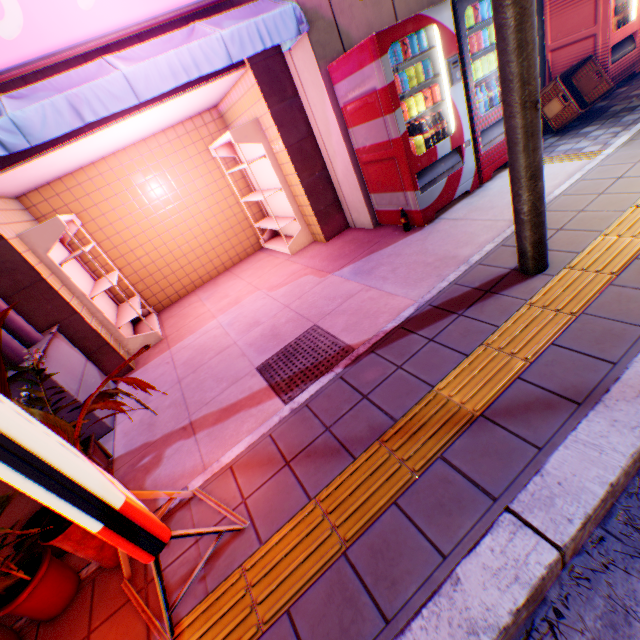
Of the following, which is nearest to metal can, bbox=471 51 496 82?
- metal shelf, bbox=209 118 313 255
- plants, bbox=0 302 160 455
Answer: metal shelf, bbox=209 118 313 255

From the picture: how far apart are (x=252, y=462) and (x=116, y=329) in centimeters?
339cm

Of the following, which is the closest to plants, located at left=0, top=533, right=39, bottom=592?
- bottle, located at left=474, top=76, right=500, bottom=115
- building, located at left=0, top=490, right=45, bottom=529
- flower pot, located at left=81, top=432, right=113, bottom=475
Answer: building, located at left=0, top=490, right=45, bottom=529

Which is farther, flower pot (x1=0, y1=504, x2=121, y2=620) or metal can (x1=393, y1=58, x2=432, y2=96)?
metal can (x1=393, y1=58, x2=432, y2=96)

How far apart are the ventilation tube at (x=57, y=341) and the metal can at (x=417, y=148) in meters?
4.4 m

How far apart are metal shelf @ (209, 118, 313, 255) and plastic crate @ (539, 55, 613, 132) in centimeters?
360cm

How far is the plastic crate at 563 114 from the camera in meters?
4.7

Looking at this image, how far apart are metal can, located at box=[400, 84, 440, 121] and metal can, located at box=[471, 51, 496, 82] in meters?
0.5
